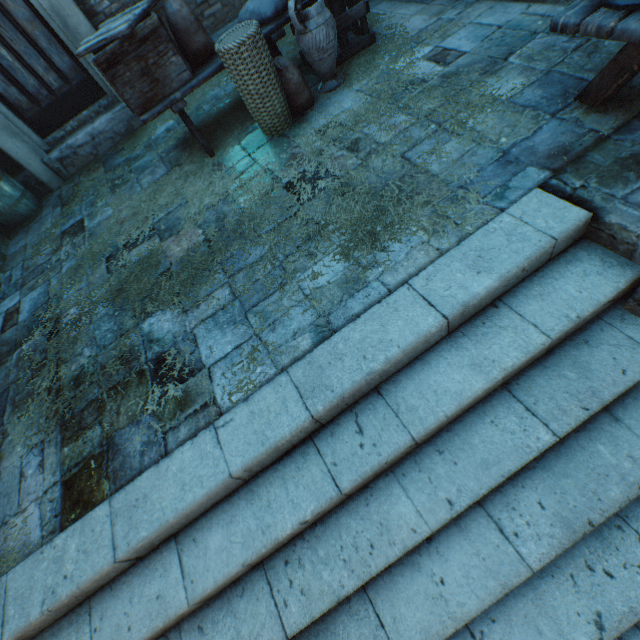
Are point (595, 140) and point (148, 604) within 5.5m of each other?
yes

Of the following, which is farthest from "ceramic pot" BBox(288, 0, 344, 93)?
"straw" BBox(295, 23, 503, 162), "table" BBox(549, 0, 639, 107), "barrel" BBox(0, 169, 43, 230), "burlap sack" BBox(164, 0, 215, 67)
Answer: "barrel" BBox(0, 169, 43, 230)

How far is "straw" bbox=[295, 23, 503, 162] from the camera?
2.8m

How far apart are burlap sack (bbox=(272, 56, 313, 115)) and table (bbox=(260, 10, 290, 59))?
0.27m

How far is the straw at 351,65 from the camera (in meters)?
2.76

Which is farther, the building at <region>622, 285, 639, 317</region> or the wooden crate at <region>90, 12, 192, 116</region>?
the wooden crate at <region>90, 12, 192, 116</region>

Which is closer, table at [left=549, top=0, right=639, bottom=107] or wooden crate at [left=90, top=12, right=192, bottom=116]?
table at [left=549, top=0, right=639, bottom=107]

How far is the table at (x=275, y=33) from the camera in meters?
3.5
